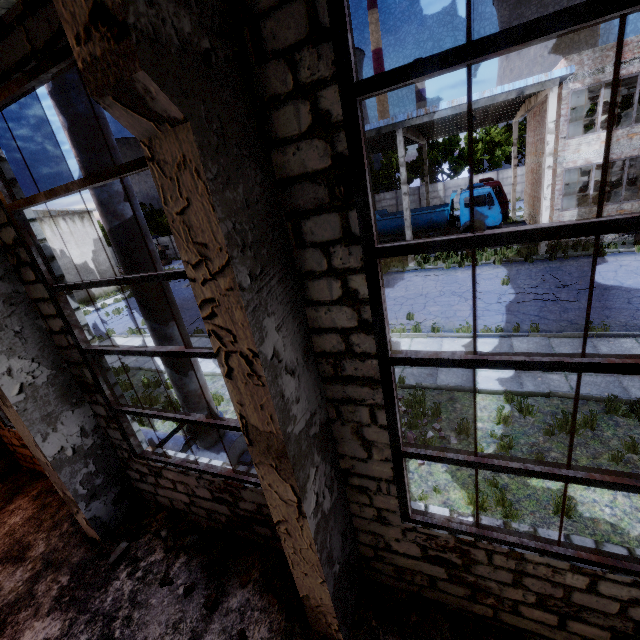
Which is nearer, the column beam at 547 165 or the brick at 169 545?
the brick at 169 545

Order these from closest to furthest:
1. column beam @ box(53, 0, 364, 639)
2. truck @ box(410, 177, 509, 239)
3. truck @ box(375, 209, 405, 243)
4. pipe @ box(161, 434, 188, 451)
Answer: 1. column beam @ box(53, 0, 364, 639)
2. pipe @ box(161, 434, 188, 451)
3. truck @ box(410, 177, 509, 239)
4. truck @ box(375, 209, 405, 243)

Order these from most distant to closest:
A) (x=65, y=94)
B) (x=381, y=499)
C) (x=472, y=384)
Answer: (x=472, y=384) → (x=65, y=94) → (x=381, y=499)

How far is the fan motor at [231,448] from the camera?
6.18m

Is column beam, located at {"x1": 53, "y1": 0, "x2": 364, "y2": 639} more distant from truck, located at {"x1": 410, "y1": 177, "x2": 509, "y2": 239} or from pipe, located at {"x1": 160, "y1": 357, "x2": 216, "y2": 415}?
truck, located at {"x1": 410, "y1": 177, "x2": 509, "y2": 239}

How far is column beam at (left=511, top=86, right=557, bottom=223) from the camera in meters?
15.0

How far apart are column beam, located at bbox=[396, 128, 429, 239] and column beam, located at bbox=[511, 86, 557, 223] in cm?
657

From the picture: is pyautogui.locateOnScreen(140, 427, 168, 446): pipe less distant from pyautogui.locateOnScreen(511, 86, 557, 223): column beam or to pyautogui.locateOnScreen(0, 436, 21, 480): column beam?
pyautogui.locateOnScreen(0, 436, 21, 480): column beam
